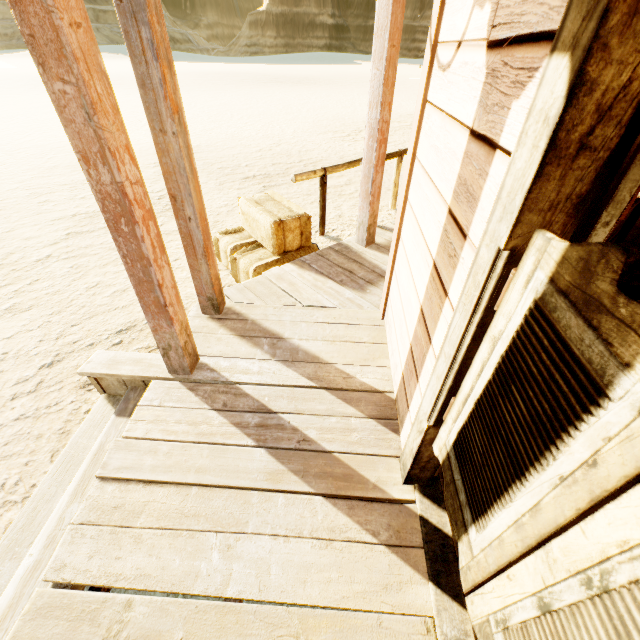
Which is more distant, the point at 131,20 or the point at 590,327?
the point at 131,20

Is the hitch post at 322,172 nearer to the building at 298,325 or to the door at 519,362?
the building at 298,325

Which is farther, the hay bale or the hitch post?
the hitch post

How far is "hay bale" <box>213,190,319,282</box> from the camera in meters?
3.7 m

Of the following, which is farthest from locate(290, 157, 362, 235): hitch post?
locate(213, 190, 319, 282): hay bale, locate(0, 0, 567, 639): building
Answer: locate(0, 0, 567, 639): building

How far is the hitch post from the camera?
4.4 meters

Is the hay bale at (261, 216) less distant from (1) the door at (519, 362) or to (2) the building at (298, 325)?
(2) the building at (298, 325)

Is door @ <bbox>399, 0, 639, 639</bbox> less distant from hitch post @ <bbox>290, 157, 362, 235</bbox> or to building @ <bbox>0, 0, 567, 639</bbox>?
building @ <bbox>0, 0, 567, 639</bbox>
